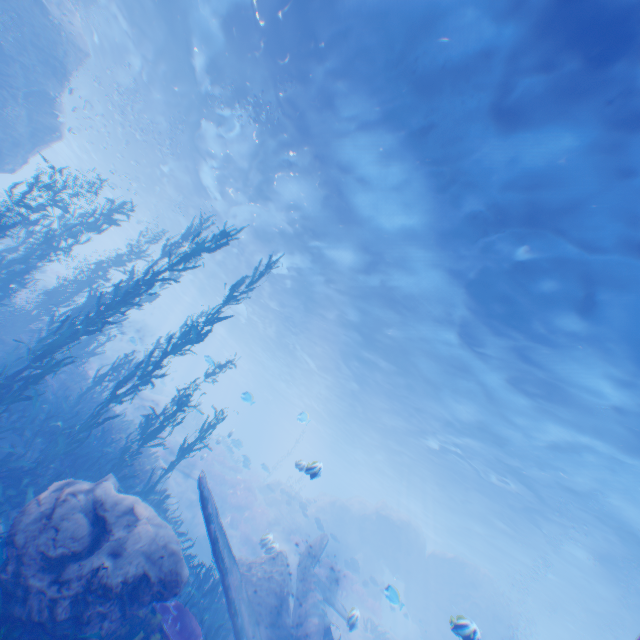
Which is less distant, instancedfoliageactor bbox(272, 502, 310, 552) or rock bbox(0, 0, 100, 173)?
rock bbox(0, 0, 100, 173)

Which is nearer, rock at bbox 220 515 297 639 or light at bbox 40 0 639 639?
light at bbox 40 0 639 639

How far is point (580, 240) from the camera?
8.12m

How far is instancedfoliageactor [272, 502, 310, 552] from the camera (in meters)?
22.31

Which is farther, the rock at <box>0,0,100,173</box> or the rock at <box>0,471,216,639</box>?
the rock at <box>0,0,100,173</box>

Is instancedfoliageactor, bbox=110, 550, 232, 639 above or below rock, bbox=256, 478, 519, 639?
below

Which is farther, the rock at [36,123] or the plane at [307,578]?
the rock at [36,123]

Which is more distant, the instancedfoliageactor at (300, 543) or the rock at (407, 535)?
the rock at (407, 535)
